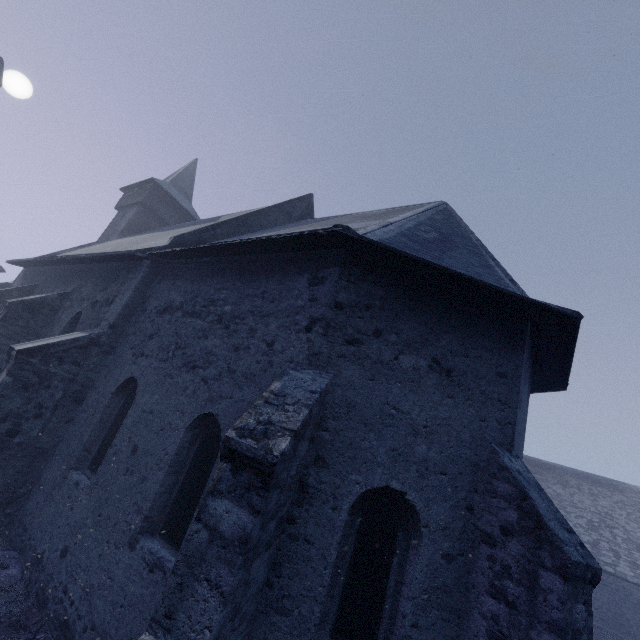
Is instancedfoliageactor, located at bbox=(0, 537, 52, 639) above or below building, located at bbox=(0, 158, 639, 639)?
below

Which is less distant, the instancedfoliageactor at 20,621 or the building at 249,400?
the building at 249,400

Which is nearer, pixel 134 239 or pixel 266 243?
pixel 266 243

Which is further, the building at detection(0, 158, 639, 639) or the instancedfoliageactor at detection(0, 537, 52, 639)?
the instancedfoliageactor at detection(0, 537, 52, 639)

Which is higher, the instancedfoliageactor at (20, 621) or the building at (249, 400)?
the building at (249, 400)
